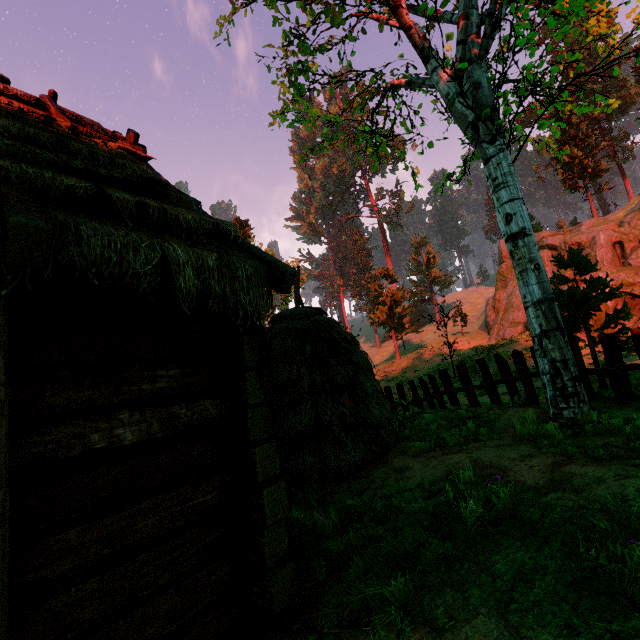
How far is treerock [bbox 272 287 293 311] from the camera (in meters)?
25.72

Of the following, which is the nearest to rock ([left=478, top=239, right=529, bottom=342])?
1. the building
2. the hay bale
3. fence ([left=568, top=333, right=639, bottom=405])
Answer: fence ([left=568, top=333, right=639, bottom=405])

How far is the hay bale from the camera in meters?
4.9

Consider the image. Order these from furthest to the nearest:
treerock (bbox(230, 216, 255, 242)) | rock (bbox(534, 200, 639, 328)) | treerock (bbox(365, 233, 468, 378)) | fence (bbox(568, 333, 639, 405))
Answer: treerock (bbox(365, 233, 468, 378))
treerock (bbox(230, 216, 255, 242))
rock (bbox(534, 200, 639, 328))
fence (bbox(568, 333, 639, 405))

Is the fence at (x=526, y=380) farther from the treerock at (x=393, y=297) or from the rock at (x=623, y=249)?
the rock at (x=623, y=249)

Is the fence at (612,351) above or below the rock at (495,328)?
below

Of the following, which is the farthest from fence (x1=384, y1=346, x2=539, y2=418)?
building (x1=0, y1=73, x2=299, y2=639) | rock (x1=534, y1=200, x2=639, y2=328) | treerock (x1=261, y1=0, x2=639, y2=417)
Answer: rock (x1=534, y1=200, x2=639, y2=328)

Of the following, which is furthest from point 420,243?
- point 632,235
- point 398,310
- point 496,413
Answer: point 496,413
